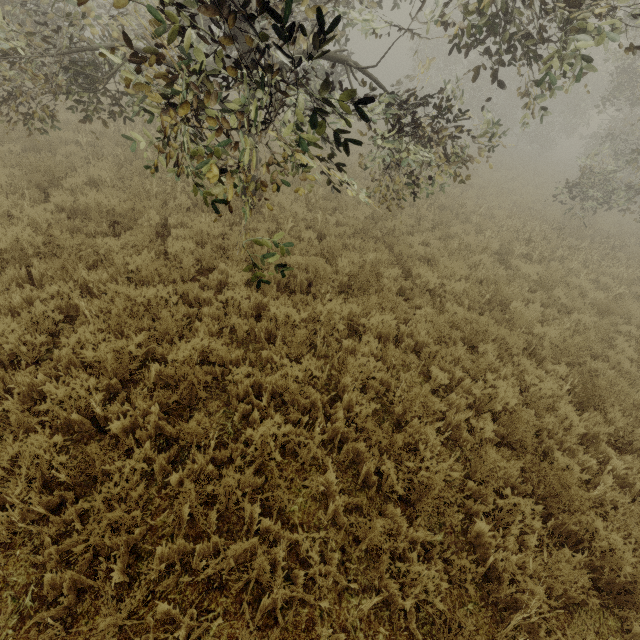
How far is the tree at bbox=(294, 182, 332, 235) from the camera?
3.48m

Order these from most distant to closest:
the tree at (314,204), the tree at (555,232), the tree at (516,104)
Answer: the tree at (555,232) → the tree at (314,204) → the tree at (516,104)

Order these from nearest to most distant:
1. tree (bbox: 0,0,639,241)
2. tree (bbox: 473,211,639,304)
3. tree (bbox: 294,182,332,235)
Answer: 1. tree (bbox: 0,0,639,241)
2. tree (bbox: 294,182,332,235)
3. tree (bbox: 473,211,639,304)

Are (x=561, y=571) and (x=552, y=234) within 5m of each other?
no

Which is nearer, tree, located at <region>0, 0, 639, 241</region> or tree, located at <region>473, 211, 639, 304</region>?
tree, located at <region>0, 0, 639, 241</region>

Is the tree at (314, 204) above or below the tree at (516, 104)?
below

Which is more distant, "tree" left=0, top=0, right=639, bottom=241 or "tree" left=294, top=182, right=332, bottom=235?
"tree" left=294, top=182, right=332, bottom=235
